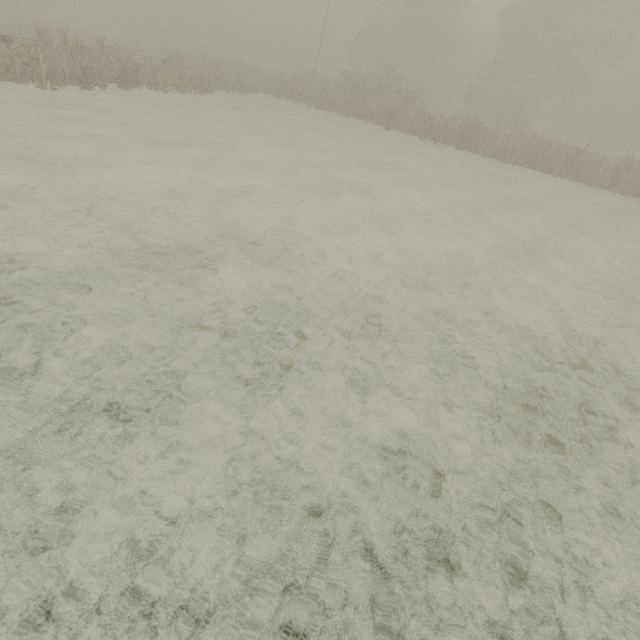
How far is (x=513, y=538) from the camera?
2.7m
